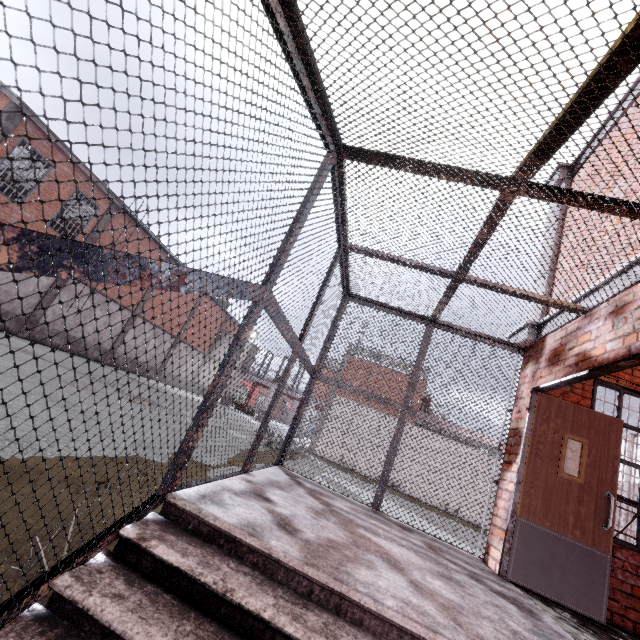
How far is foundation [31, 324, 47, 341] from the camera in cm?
1725

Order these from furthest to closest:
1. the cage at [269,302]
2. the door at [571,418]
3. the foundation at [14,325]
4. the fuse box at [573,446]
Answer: the foundation at [14,325], the fuse box at [573,446], the door at [571,418], the cage at [269,302]

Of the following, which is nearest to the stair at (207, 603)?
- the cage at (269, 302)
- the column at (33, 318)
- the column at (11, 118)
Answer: the cage at (269, 302)

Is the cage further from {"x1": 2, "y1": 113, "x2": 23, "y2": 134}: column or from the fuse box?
{"x1": 2, "y1": 113, "x2": 23, "y2": 134}: column

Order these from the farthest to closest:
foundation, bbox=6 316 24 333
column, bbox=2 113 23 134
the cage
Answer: foundation, bbox=6 316 24 333 → column, bbox=2 113 23 134 → the cage

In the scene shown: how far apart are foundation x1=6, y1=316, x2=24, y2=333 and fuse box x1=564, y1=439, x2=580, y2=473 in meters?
20.7 m

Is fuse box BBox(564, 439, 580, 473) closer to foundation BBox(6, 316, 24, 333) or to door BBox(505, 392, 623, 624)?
door BBox(505, 392, 623, 624)

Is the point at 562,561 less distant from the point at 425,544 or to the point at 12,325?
the point at 425,544
